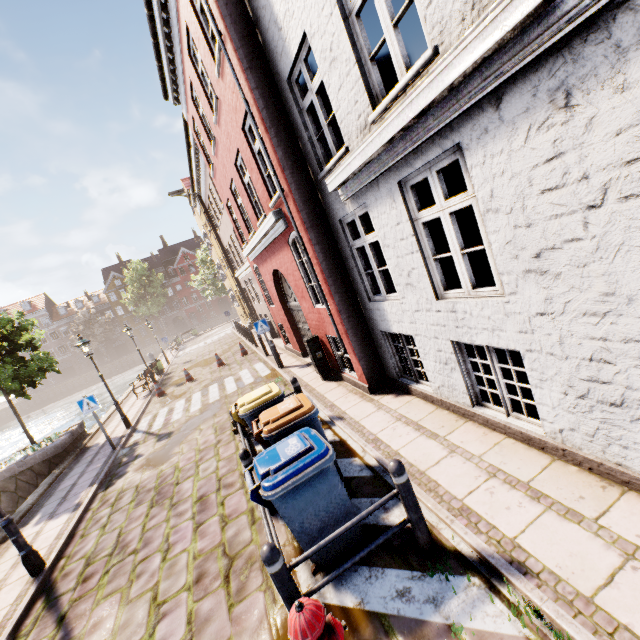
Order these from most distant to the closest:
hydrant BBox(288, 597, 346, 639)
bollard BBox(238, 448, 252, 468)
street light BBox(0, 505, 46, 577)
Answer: street light BBox(0, 505, 46, 577)
bollard BBox(238, 448, 252, 468)
hydrant BBox(288, 597, 346, 639)

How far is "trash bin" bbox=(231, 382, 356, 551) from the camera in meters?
3.4

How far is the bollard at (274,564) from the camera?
2.8m

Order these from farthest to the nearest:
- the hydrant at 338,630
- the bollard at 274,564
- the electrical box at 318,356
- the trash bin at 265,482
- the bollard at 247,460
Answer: the electrical box at 318,356 → the bollard at 247,460 → the trash bin at 265,482 → the bollard at 274,564 → the hydrant at 338,630

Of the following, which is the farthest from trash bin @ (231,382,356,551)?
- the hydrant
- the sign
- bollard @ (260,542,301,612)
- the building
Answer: the sign

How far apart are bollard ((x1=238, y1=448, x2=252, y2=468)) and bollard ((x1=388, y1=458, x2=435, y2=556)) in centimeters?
228cm

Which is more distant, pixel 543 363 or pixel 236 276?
pixel 236 276

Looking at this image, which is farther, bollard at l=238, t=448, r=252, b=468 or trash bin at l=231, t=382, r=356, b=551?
bollard at l=238, t=448, r=252, b=468
